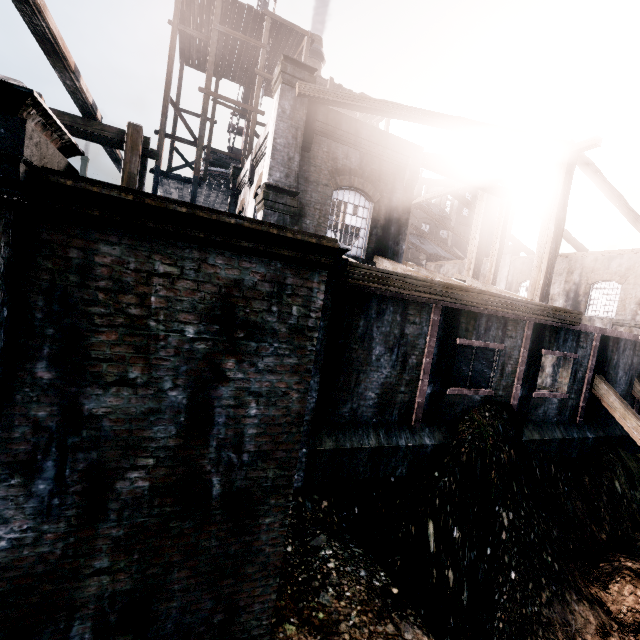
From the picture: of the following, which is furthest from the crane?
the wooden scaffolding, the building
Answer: the wooden scaffolding

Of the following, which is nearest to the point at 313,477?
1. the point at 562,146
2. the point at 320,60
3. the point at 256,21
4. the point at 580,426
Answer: the point at 580,426

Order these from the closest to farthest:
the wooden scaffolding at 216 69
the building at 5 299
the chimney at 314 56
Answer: the building at 5 299 < the wooden scaffolding at 216 69 < the chimney at 314 56

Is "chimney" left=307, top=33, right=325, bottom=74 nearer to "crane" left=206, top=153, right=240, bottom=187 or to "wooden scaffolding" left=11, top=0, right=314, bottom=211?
"crane" left=206, top=153, right=240, bottom=187

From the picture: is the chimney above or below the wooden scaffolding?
above

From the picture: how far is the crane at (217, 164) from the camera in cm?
3500

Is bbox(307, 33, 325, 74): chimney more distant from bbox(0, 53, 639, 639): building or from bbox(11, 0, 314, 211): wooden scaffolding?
bbox(11, 0, 314, 211): wooden scaffolding

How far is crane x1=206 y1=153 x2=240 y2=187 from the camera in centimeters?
3500cm
